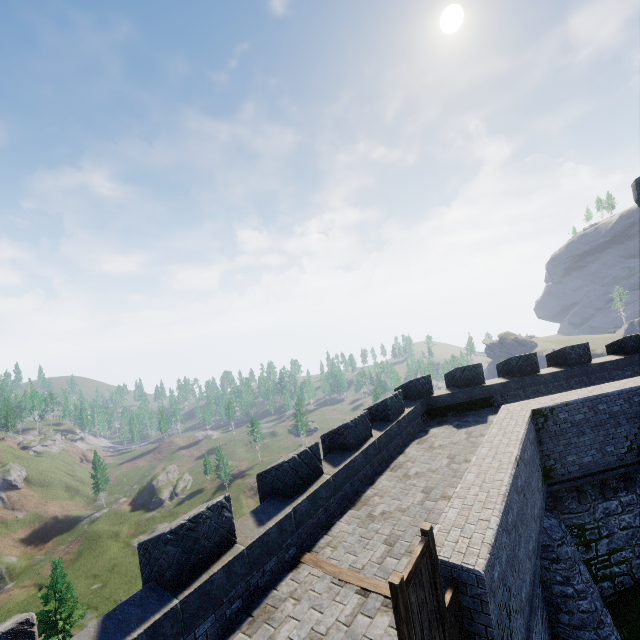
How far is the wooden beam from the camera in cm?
592

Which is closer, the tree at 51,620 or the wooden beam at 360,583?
the wooden beam at 360,583

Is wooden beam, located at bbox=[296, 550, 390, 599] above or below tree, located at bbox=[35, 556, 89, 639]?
above

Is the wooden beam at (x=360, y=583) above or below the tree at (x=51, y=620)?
above

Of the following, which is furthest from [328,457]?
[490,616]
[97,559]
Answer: [97,559]

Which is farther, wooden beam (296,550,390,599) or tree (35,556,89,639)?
tree (35,556,89,639)
